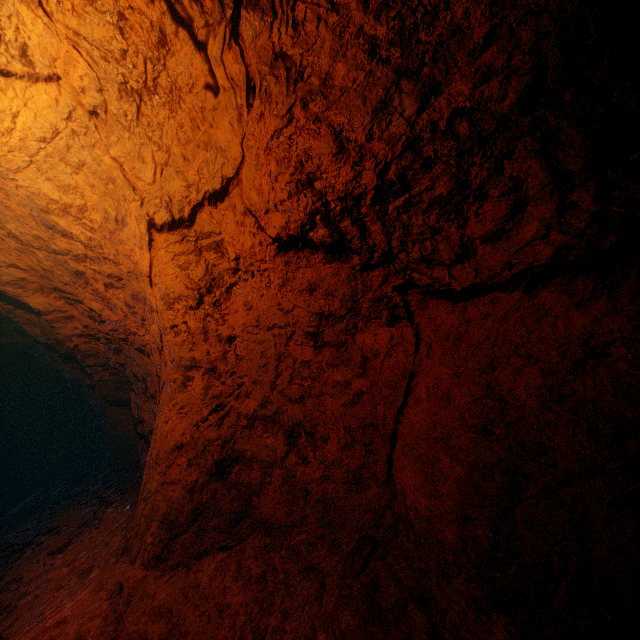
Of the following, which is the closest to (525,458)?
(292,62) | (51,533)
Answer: (292,62)
